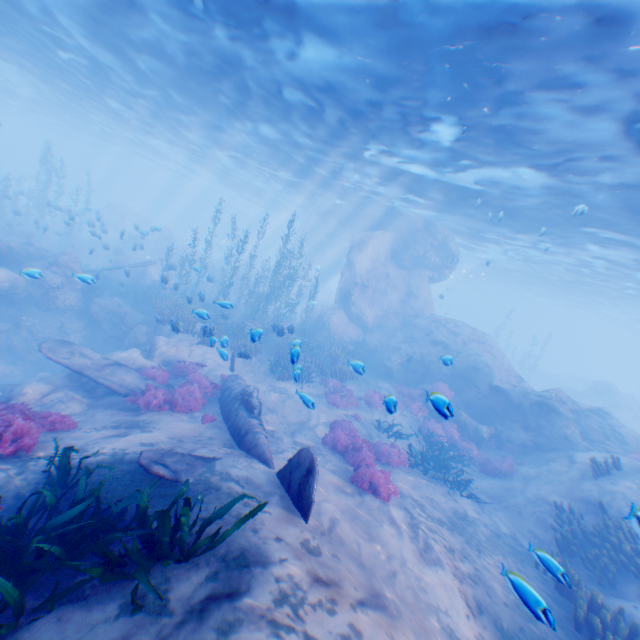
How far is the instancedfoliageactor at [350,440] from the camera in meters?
8.7 m

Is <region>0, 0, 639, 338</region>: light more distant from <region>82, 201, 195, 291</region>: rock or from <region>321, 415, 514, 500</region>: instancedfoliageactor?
<region>321, 415, 514, 500</region>: instancedfoliageactor

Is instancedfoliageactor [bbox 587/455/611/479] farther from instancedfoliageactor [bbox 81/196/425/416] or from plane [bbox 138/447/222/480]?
plane [bbox 138/447/222/480]

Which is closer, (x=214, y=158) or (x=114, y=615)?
(x=114, y=615)

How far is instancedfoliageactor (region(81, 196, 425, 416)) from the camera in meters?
14.6 m

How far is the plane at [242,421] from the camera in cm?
806

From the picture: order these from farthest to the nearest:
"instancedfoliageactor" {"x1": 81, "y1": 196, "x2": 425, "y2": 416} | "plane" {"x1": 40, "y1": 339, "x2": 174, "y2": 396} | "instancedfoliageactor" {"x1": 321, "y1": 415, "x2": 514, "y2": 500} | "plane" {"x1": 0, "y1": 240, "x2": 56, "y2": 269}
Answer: "plane" {"x1": 0, "y1": 240, "x2": 56, "y2": 269}, "instancedfoliageactor" {"x1": 81, "y1": 196, "x2": 425, "y2": 416}, "plane" {"x1": 40, "y1": 339, "x2": 174, "y2": 396}, "instancedfoliageactor" {"x1": 321, "y1": 415, "x2": 514, "y2": 500}
